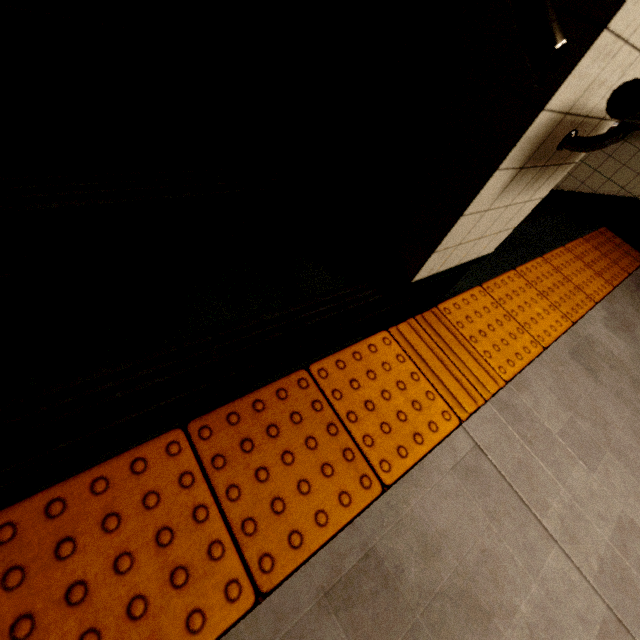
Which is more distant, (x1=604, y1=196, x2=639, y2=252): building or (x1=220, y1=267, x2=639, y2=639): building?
(x1=604, y1=196, x2=639, y2=252): building

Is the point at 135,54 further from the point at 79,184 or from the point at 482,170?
the point at 482,170

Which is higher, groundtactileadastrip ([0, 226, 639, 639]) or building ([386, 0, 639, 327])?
building ([386, 0, 639, 327])

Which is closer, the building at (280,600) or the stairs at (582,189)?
Answer: the building at (280,600)

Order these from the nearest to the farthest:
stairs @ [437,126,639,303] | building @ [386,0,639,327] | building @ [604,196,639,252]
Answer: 1. building @ [386,0,639,327]
2. stairs @ [437,126,639,303]
3. building @ [604,196,639,252]

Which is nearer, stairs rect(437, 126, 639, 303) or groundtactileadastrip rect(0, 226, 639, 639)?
groundtactileadastrip rect(0, 226, 639, 639)

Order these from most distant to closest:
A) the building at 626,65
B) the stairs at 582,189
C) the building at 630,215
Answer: the building at 630,215, the stairs at 582,189, the building at 626,65

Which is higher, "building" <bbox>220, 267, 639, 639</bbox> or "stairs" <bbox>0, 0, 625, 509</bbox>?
"stairs" <bbox>0, 0, 625, 509</bbox>
